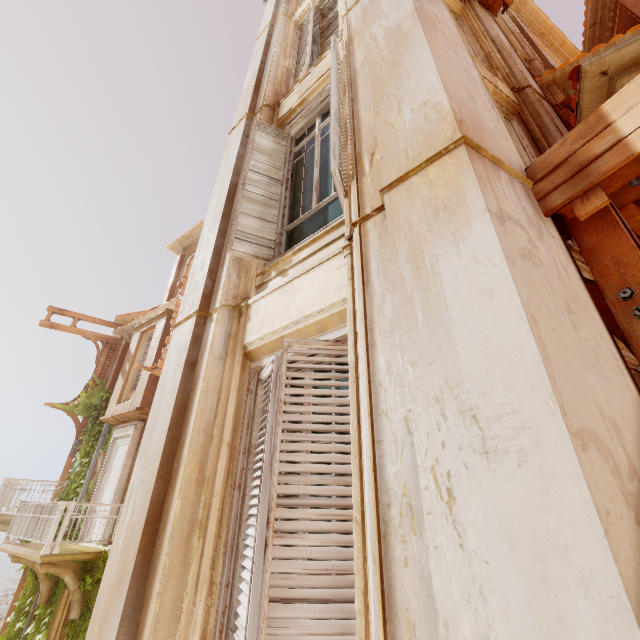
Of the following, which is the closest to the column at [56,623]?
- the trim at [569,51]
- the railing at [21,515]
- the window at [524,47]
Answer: the railing at [21,515]

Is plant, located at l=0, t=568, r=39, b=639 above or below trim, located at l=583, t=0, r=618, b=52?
below

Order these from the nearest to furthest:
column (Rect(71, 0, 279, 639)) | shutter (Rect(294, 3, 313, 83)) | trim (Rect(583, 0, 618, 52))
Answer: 1. column (Rect(71, 0, 279, 639))
2. shutter (Rect(294, 3, 313, 83))
3. trim (Rect(583, 0, 618, 52))

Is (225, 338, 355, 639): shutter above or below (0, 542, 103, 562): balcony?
above

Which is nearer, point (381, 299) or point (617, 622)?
point (617, 622)

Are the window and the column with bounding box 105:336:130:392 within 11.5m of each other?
no

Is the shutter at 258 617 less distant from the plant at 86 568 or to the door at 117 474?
the plant at 86 568

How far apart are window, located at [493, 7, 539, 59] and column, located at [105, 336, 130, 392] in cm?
1692
